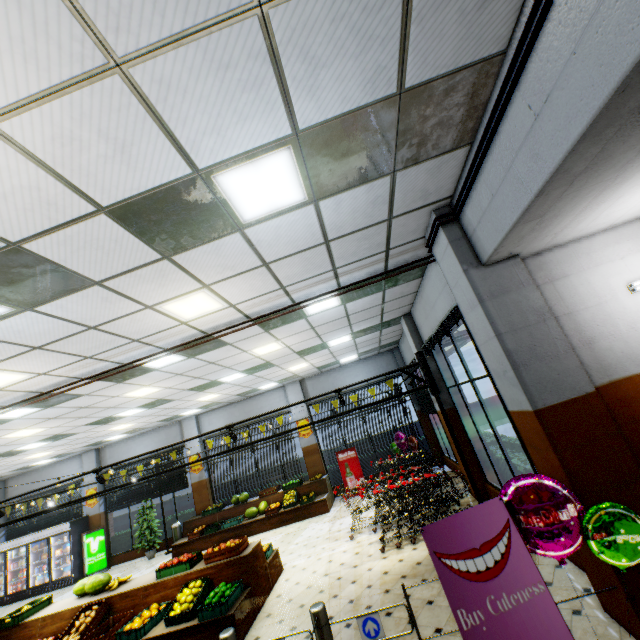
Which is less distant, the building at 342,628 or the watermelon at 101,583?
the building at 342,628

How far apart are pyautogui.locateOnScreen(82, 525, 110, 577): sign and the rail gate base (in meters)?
14.89

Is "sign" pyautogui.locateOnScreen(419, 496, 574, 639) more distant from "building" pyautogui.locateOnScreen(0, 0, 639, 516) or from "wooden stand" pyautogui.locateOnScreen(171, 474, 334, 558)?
"wooden stand" pyautogui.locateOnScreen(171, 474, 334, 558)

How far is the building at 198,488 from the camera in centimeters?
1360cm

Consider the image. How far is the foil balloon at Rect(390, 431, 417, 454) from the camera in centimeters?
1195cm

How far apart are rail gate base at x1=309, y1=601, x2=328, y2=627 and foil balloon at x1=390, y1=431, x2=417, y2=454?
9.2 meters

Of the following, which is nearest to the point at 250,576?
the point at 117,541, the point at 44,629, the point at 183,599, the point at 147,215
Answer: the point at 183,599

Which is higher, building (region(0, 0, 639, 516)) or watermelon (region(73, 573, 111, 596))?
building (region(0, 0, 639, 516))
